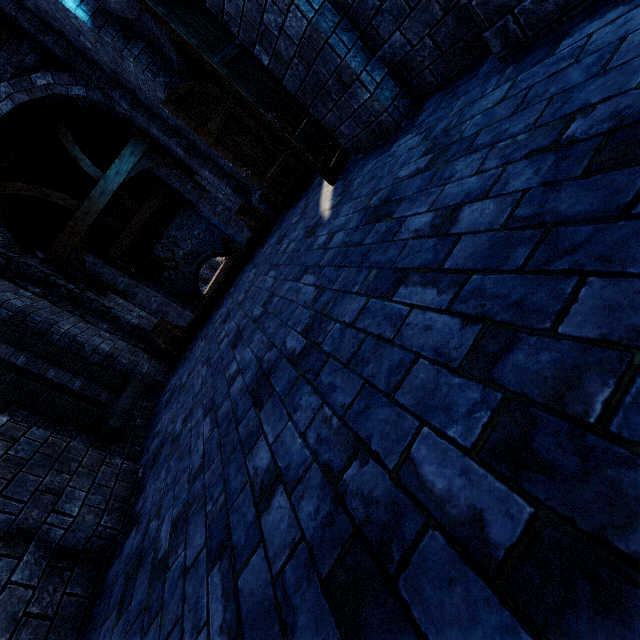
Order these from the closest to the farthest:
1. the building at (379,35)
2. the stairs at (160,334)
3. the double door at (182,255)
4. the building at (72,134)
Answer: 1. the building at (379,35)
2. the building at (72,134)
3. the stairs at (160,334)
4. the double door at (182,255)

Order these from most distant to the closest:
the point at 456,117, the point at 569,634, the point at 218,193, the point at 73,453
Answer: the point at 218,193 → the point at 73,453 → the point at 456,117 → the point at 569,634

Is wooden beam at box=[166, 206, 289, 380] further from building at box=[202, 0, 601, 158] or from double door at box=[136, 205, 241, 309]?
double door at box=[136, 205, 241, 309]

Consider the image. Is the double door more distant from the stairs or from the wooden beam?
the wooden beam

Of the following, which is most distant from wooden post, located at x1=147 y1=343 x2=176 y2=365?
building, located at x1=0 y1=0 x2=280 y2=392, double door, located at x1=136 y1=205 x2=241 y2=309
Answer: double door, located at x1=136 y1=205 x2=241 y2=309

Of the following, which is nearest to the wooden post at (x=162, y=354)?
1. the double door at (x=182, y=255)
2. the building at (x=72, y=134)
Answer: the building at (x=72, y=134)

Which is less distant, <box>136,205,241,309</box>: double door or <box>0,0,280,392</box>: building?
<box>0,0,280,392</box>: building

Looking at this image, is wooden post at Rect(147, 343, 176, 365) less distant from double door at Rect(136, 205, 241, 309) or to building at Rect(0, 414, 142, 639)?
building at Rect(0, 414, 142, 639)
